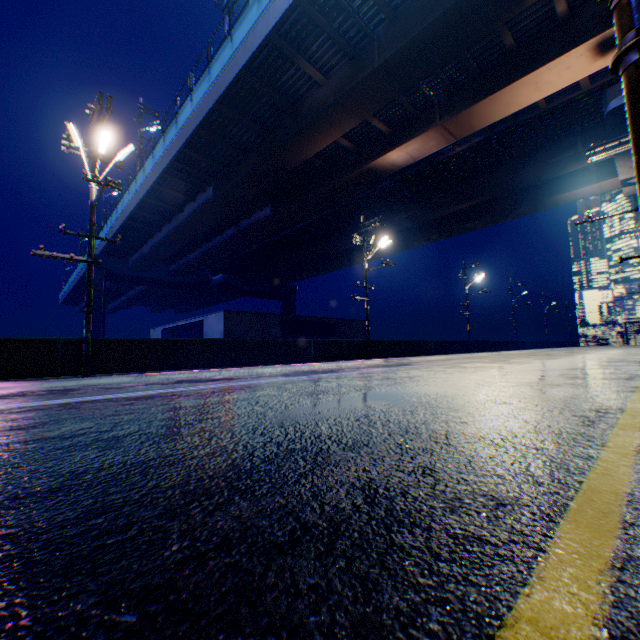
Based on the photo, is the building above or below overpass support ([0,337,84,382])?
above

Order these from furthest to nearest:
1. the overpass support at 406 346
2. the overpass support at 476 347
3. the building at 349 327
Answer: the overpass support at 476 347
the building at 349 327
the overpass support at 406 346

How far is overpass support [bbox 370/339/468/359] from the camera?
22.5 meters

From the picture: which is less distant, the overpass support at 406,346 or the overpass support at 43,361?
the overpass support at 43,361

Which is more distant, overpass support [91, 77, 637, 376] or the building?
the building

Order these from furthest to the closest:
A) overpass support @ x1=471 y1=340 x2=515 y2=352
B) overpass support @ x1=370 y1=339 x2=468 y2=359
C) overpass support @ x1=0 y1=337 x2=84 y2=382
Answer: overpass support @ x1=471 y1=340 x2=515 y2=352 → overpass support @ x1=370 y1=339 x2=468 y2=359 → overpass support @ x1=0 y1=337 x2=84 y2=382

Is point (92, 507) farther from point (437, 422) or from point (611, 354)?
point (611, 354)
